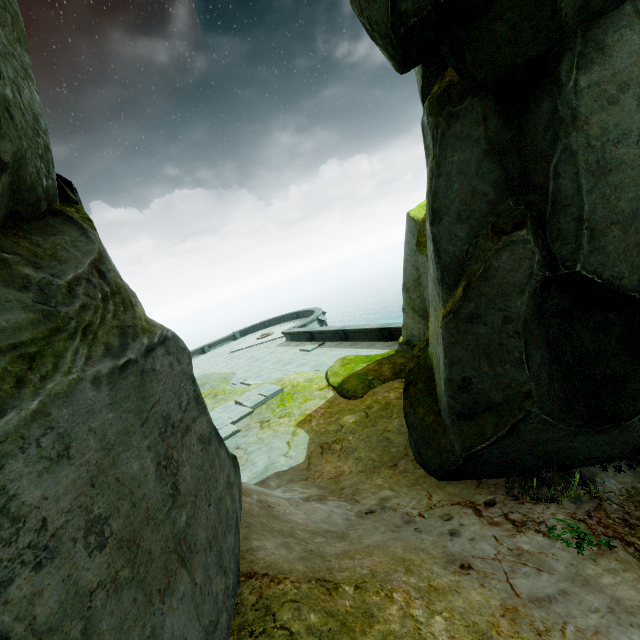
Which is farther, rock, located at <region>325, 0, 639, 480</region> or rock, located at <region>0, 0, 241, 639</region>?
rock, located at <region>325, 0, 639, 480</region>

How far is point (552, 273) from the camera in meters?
4.5

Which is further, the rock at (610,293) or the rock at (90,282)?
the rock at (610,293)
